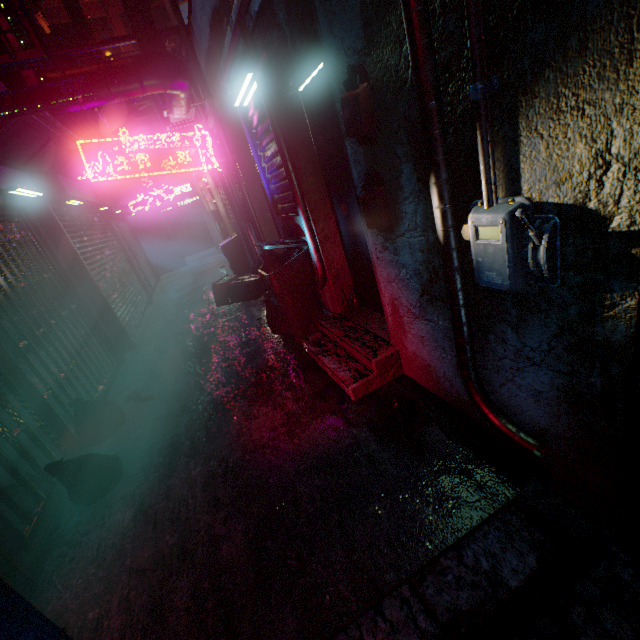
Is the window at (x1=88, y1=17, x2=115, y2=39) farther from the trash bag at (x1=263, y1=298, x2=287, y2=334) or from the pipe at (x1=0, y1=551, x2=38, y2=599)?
the pipe at (x1=0, y1=551, x2=38, y2=599)

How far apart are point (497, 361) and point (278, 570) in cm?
151

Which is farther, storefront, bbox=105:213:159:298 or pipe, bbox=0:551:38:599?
storefront, bbox=105:213:159:298

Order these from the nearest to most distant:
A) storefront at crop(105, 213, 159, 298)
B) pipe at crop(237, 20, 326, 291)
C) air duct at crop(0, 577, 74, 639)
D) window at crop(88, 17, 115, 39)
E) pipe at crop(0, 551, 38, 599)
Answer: air duct at crop(0, 577, 74, 639)
pipe at crop(0, 551, 38, 599)
pipe at crop(237, 20, 326, 291)
storefront at crop(105, 213, 159, 298)
window at crop(88, 17, 115, 39)

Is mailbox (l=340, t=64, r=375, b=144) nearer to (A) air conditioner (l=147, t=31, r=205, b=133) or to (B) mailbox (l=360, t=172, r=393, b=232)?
(B) mailbox (l=360, t=172, r=393, b=232)

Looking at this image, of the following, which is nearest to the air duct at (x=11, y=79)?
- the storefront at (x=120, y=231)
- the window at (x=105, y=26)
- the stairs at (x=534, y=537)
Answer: the stairs at (x=534, y=537)

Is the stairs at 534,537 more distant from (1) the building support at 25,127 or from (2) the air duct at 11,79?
(2) the air duct at 11,79

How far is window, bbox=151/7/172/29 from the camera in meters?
12.6
